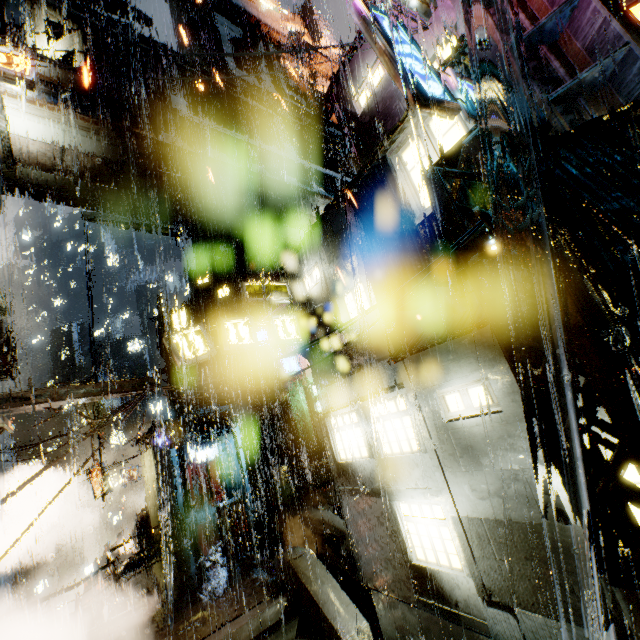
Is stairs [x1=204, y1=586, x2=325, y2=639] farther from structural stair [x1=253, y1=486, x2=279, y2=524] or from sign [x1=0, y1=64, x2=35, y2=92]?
sign [x1=0, y1=64, x2=35, y2=92]

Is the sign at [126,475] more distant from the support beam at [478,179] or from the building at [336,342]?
the support beam at [478,179]

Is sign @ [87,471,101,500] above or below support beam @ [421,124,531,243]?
below

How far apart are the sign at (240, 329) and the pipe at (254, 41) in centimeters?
3911cm

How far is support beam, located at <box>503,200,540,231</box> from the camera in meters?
5.0

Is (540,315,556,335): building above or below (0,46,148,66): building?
below

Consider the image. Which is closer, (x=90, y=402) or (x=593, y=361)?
(x=593, y=361)

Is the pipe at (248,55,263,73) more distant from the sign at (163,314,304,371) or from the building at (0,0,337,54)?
the sign at (163,314,304,371)
